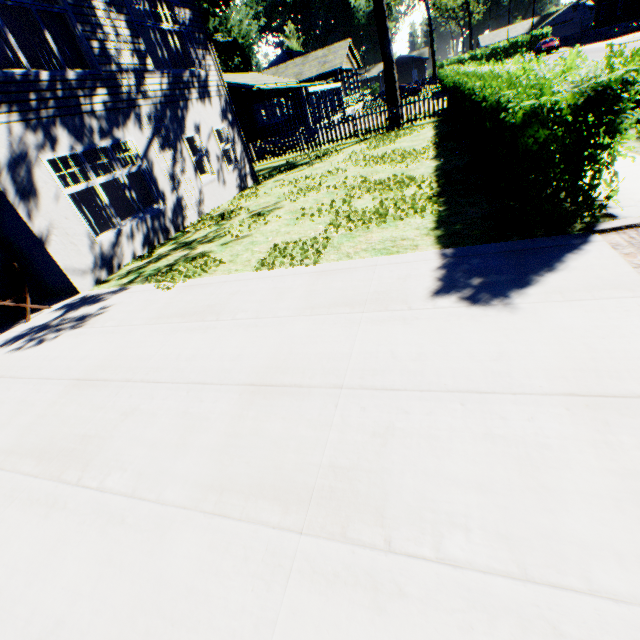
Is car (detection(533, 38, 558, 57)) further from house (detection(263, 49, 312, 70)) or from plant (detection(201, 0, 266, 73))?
plant (detection(201, 0, 266, 73))

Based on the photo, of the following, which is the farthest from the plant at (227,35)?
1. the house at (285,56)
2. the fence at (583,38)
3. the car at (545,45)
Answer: the fence at (583,38)

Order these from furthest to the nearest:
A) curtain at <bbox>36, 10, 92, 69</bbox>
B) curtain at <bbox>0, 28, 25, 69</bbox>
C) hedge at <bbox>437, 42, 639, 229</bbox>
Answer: curtain at <bbox>36, 10, 92, 69</bbox>, curtain at <bbox>0, 28, 25, 69</bbox>, hedge at <bbox>437, 42, 639, 229</bbox>

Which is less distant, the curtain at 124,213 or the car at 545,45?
the curtain at 124,213

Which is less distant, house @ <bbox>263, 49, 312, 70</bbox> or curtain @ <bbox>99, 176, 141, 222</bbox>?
curtain @ <bbox>99, 176, 141, 222</bbox>

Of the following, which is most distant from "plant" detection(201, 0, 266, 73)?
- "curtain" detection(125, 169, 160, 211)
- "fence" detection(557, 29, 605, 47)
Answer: "fence" detection(557, 29, 605, 47)

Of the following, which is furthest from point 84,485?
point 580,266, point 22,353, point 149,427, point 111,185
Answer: point 111,185

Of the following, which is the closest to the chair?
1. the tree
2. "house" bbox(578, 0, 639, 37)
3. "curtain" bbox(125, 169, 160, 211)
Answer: "curtain" bbox(125, 169, 160, 211)
